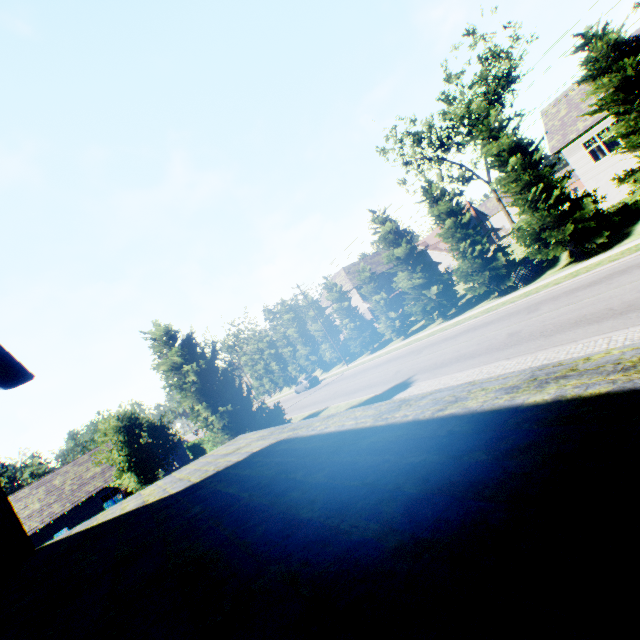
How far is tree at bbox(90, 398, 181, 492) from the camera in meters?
19.2

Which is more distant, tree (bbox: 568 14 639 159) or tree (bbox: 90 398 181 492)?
tree (bbox: 90 398 181 492)

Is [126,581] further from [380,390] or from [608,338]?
[380,390]

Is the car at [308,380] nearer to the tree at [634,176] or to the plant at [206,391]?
the tree at [634,176]

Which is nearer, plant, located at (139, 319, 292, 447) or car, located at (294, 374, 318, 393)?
plant, located at (139, 319, 292, 447)

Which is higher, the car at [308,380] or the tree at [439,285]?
the tree at [439,285]

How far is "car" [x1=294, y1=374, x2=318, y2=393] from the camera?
40.0 meters
